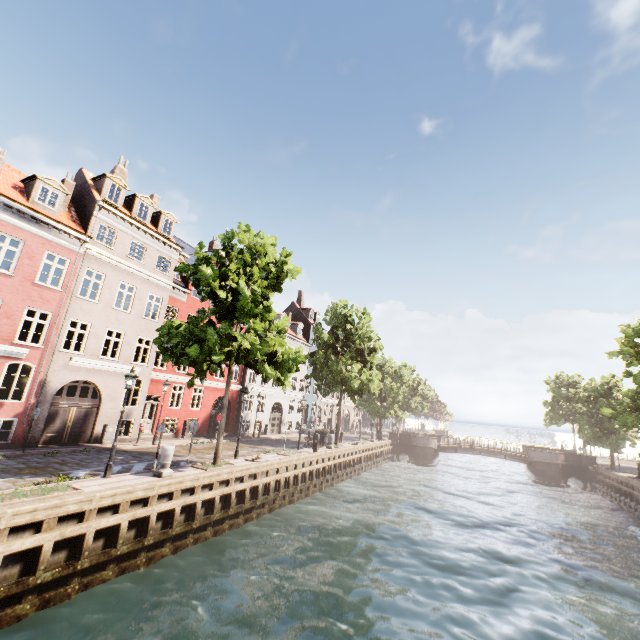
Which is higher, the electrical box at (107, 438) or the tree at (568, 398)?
the tree at (568, 398)

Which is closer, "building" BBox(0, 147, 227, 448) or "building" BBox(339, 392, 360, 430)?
"building" BBox(0, 147, 227, 448)

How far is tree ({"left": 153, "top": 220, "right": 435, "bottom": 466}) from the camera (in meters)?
13.71

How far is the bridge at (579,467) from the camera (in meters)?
32.25

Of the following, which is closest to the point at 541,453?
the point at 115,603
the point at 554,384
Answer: the point at 554,384

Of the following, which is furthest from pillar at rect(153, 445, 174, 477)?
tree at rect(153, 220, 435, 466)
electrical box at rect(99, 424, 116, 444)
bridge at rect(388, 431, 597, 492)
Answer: bridge at rect(388, 431, 597, 492)

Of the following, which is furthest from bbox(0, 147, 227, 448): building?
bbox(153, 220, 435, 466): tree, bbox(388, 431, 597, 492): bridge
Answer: bbox(388, 431, 597, 492): bridge

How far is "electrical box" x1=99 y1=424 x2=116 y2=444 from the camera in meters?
A: 18.0 m
